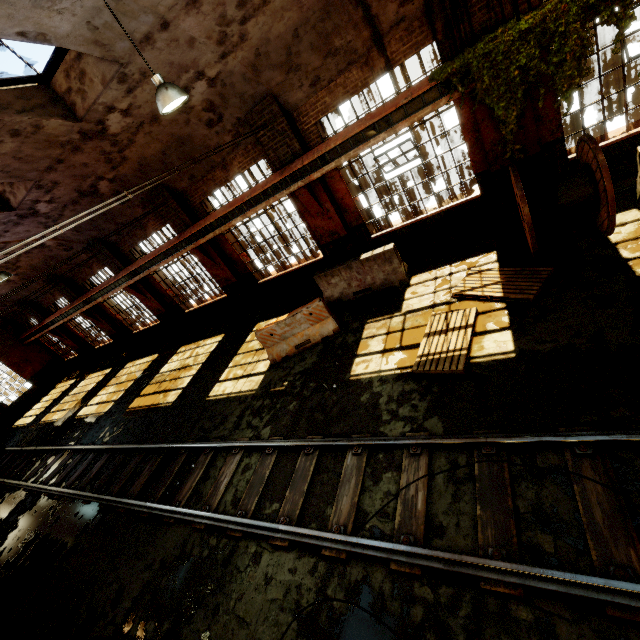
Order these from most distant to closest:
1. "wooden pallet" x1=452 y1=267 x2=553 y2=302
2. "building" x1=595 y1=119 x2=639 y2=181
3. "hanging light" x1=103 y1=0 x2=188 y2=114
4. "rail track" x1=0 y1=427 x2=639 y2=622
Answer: "building" x1=595 y1=119 x2=639 y2=181 → "wooden pallet" x1=452 y1=267 x2=553 y2=302 → "hanging light" x1=103 y1=0 x2=188 y2=114 → "rail track" x1=0 y1=427 x2=639 y2=622

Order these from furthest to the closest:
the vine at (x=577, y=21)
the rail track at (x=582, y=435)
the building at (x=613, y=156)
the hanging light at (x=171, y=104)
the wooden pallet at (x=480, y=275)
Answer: the building at (x=613, y=156) → the wooden pallet at (x=480, y=275) → the vine at (x=577, y=21) → the hanging light at (x=171, y=104) → the rail track at (x=582, y=435)

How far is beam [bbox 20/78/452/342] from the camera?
7.0m

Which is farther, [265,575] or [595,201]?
[595,201]

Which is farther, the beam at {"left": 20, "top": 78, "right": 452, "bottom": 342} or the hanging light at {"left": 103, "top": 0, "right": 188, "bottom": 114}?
the beam at {"left": 20, "top": 78, "right": 452, "bottom": 342}

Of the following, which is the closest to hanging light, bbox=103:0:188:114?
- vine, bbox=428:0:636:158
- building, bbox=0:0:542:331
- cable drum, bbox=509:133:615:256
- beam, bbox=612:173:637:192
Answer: building, bbox=0:0:542:331

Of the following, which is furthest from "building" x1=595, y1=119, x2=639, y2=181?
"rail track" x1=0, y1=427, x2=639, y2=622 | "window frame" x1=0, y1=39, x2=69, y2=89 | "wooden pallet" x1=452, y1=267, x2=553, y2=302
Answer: "rail track" x1=0, y1=427, x2=639, y2=622

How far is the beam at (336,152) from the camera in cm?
697
